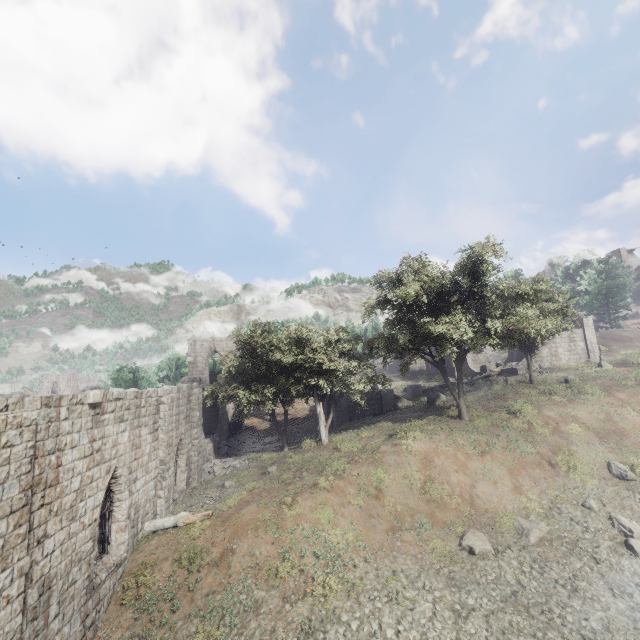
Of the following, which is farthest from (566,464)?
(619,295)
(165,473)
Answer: (619,295)

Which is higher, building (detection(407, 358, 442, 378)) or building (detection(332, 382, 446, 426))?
building (detection(407, 358, 442, 378))

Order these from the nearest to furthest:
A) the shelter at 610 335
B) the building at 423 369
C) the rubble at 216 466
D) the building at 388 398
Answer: the rubble at 216 466 < the building at 388 398 < the shelter at 610 335 < the building at 423 369

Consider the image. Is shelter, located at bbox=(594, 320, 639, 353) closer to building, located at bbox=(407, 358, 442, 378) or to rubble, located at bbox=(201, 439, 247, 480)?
building, located at bbox=(407, 358, 442, 378)

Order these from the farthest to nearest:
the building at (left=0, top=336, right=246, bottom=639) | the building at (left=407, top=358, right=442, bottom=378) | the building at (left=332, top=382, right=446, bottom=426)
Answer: the building at (left=407, top=358, right=442, bottom=378) → the building at (left=332, top=382, right=446, bottom=426) → the building at (left=0, top=336, right=246, bottom=639)

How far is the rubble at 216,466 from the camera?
22.0 meters

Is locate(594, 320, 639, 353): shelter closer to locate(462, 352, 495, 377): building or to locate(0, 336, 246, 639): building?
locate(462, 352, 495, 377): building

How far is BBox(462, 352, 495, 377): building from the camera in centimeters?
3922cm
